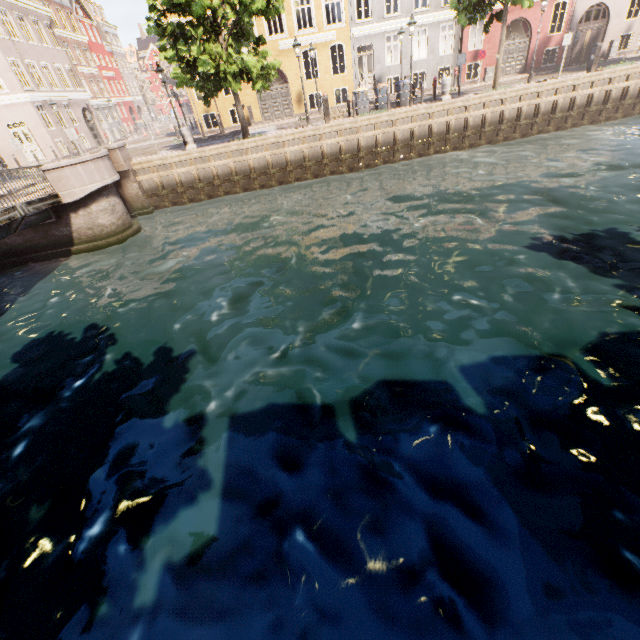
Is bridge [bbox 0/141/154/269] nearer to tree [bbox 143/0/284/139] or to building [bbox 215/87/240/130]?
tree [bbox 143/0/284/139]

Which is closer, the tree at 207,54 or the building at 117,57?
the tree at 207,54

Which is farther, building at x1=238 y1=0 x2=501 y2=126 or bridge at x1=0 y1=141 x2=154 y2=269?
building at x1=238 y1=0 x2=501 y2=126

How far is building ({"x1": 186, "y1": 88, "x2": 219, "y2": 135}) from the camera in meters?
23.0 m

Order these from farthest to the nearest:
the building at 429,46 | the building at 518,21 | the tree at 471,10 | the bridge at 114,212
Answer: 1. the building at 518,21
2. the building at 429,46
3. the tree at 471,10
4. the bridge at 114,212

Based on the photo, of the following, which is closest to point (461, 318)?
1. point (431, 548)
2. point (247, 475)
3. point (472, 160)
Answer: point (431, 548)

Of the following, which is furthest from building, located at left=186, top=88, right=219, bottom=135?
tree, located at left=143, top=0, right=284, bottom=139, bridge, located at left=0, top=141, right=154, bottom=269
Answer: bridge, located at left=0, top=141, right=154, bottom=269
